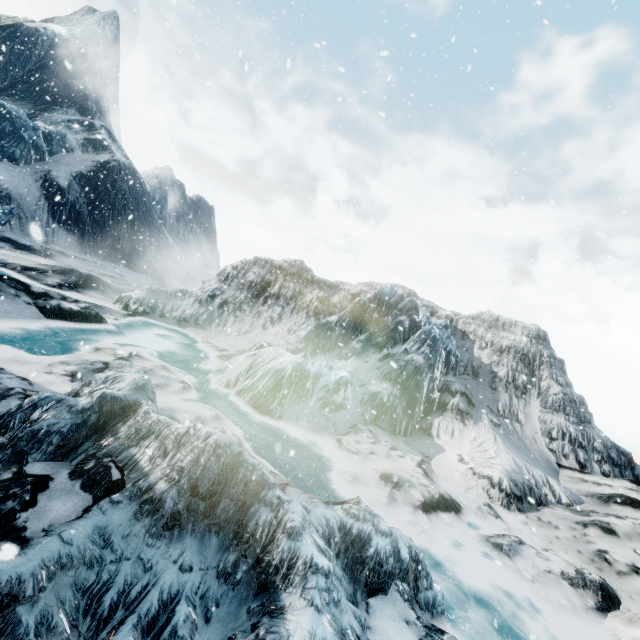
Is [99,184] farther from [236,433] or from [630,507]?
[630,507]
